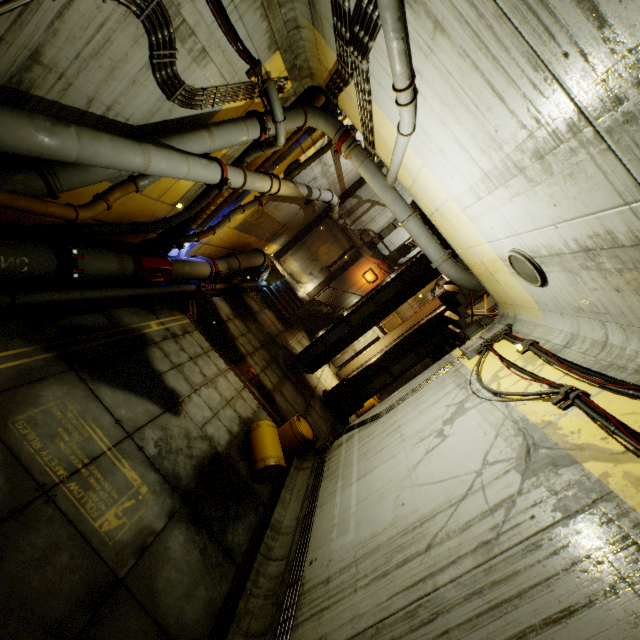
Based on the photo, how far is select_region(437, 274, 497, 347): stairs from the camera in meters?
11.8

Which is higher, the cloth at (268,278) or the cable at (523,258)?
the cable at (523,258)

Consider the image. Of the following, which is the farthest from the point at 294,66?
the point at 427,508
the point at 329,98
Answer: the point at 427,508

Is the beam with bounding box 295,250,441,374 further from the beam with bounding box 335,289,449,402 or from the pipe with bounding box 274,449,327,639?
the pipe with bounding box 274,449,327,639

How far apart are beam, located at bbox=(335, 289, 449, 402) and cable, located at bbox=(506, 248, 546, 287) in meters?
11.9

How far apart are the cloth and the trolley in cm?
703

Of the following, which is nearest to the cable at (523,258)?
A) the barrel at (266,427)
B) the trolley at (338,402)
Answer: the barrel at (266,427)

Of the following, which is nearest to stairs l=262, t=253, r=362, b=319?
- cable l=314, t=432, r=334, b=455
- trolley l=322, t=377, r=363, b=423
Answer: trolley l=322, t=377, r=363, b=423
